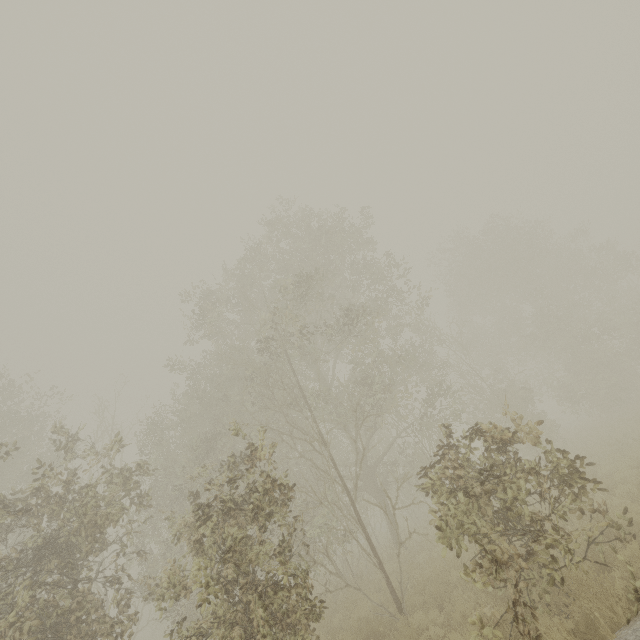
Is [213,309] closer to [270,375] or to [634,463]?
[270,375]
